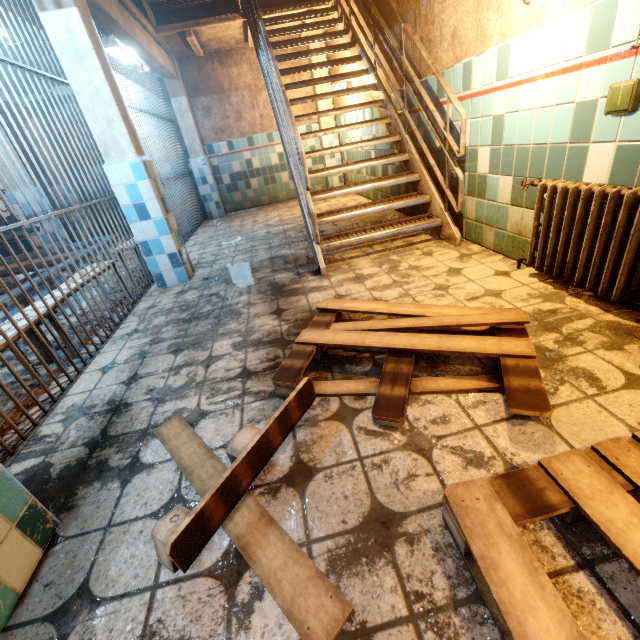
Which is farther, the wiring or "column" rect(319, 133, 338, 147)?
"column" rect(319, 133, 338, 147)

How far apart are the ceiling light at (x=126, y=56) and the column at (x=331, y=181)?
3.36m

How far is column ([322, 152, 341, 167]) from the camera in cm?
723

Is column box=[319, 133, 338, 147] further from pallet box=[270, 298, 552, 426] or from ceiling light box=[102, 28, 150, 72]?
pallet box=[270, 298, 552, 426]

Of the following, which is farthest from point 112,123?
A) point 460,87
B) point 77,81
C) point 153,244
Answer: point 460,87

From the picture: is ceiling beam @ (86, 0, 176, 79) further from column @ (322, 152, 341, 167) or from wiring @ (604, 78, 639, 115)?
wiring @ (604, 78, 639, 115)

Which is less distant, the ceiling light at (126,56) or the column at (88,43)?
the column at (88,43)

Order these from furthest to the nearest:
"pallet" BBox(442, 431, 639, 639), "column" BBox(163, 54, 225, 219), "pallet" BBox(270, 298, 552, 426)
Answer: "column" BBox(163, 54, 225, 219)
"pallet" BBox(270, 298, 552, 426)
"pallet" BBox(442, 431, 639, 639)
